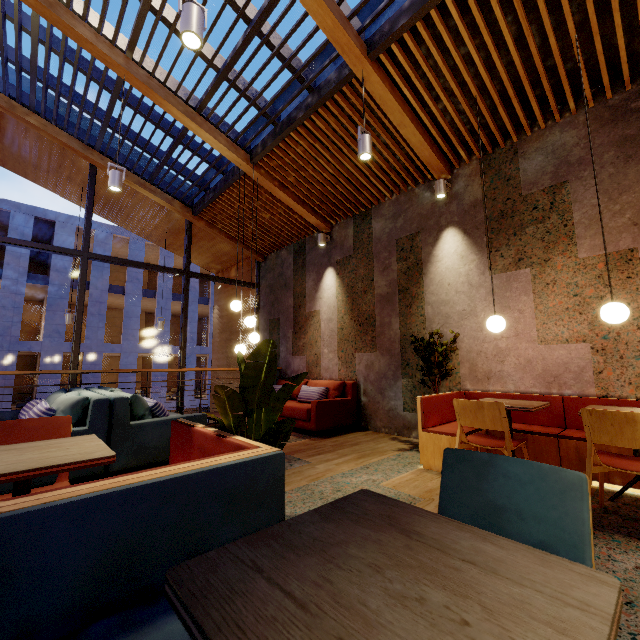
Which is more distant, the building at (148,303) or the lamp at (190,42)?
the building at (148,303)

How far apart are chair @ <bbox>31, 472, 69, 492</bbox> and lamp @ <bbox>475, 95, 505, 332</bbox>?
3.9m

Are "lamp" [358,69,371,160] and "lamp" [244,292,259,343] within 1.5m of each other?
no

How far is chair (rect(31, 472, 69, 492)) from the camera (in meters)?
1.93

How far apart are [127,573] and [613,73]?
5.94m

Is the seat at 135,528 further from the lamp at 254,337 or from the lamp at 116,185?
the lamp at 116,185

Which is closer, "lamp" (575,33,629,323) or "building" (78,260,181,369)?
"lamp" (575,33,629,323)

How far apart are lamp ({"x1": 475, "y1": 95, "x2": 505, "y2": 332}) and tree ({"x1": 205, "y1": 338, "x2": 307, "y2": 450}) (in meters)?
2.41
